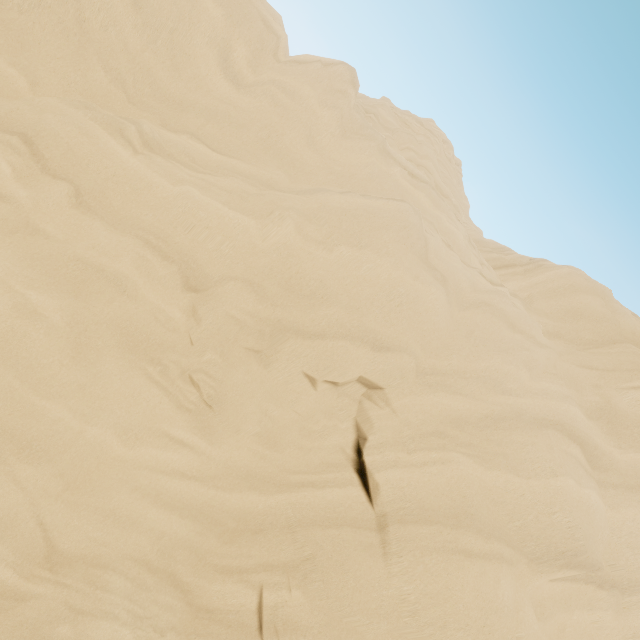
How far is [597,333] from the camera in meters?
8.9
